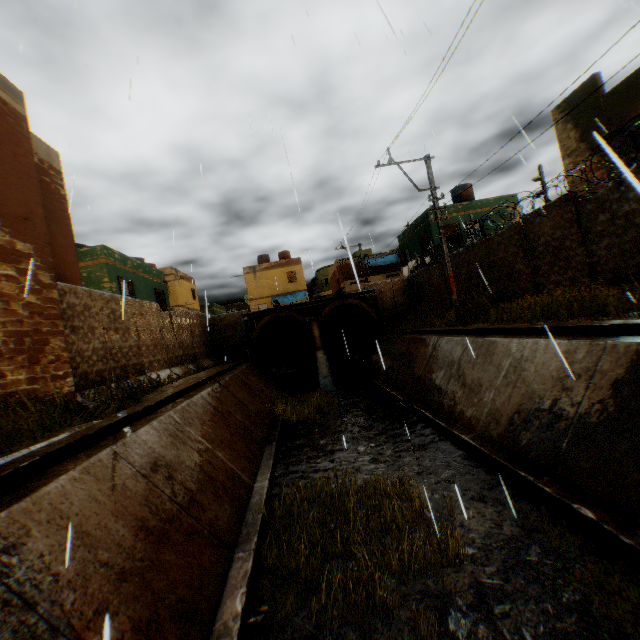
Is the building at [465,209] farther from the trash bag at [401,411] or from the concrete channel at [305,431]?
the trash bag at [401,411]

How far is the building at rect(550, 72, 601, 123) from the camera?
12.6 meters

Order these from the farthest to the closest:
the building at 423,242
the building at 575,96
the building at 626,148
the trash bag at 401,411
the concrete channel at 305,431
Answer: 1. the building at 423,242
2. the building at 575,96
3. the trash bag at 401,411
4. the concrete channel at 305,431
5. the building at 626,148

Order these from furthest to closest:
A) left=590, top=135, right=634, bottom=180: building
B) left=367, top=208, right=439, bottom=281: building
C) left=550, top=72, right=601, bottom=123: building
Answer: left=367, top=208, right=439, bottom=281: building, left=550, top=72, right=601, bottom=123: building, left=590, top=135, right=634, bottom=180: building

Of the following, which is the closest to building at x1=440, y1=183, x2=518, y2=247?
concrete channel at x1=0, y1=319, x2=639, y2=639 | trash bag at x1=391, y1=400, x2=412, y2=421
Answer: concrete channel at x1=0, y1=319, x2=639, y2=639

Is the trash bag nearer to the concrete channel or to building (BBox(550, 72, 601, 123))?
the concrete channel

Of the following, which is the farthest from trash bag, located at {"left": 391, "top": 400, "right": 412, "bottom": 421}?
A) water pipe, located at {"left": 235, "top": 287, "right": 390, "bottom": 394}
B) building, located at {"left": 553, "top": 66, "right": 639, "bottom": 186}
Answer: building, located at {"left": 553, "top": 66, "right": 639, "bottom": 186}

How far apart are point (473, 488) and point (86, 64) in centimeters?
1114cm
